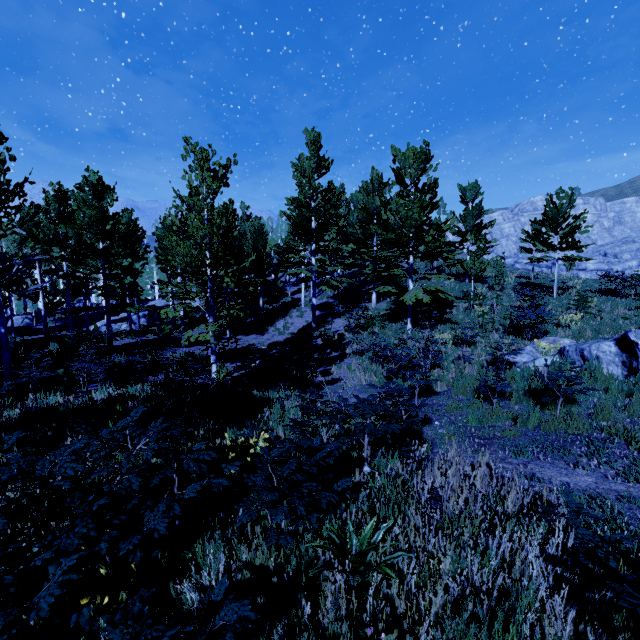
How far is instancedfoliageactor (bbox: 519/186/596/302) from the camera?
16.7m

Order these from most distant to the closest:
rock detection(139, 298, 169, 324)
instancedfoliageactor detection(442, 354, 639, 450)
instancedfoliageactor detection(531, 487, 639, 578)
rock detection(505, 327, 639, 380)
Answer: rock detection(139, 298, 169, 324) < rock detection(505, 327, 639, 380) < instancedfoliageactor detection(442, 354, 639, 450) < instancedfoliageactor detection(531, 487, 639, 578)

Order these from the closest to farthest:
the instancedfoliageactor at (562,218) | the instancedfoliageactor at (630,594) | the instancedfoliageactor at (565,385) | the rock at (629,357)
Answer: the instancedfoliageactor at (630,594) → the instancedfoliageactor at (565,385) → the rock at (629,357) → the instancedfoliageactor at (562,218)

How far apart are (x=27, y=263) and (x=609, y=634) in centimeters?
3986cm

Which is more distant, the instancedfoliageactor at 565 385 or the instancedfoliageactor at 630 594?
the instancedfoliageactor at 565 385

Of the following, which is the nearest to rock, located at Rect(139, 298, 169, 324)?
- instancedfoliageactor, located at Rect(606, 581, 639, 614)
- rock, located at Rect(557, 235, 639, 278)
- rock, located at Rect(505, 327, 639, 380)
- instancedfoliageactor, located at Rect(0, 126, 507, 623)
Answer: instancedfoliageactor, located at Rect(0, 126, 507, 623)

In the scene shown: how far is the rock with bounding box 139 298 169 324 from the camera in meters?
32.6
